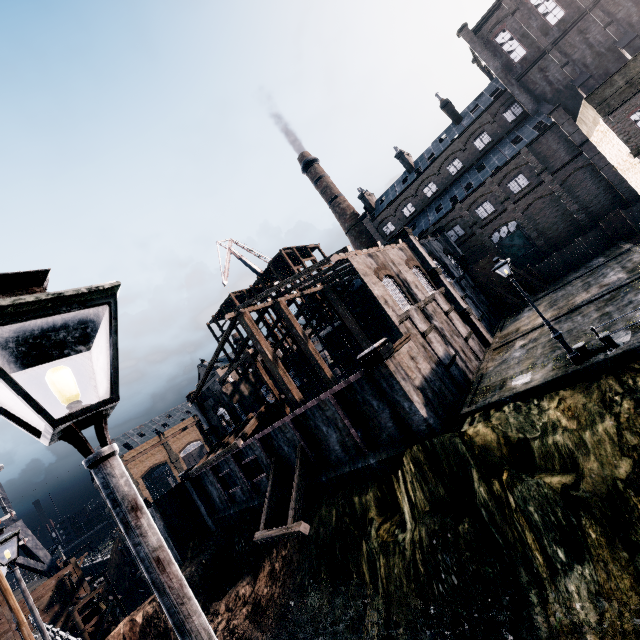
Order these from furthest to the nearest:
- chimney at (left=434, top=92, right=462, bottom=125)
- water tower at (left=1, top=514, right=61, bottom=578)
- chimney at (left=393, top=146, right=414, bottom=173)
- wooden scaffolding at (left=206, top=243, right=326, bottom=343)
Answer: chimney at (left=393, top=146, right=414, bottom=173) < chimney at (left=434, top=92, right=462, bottom=125) < wooden scaffolding at (left=206, top=243, right=326, bottom=343) < water tower at (left=1, top=514, right=61, bottom=578)

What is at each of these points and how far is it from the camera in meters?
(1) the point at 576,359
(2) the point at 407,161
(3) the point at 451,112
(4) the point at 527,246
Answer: (1) street light, 14.1 m
(2) chimney, 53.9 m
(3) chimney, 48.8 m
(4) door, 40.9 m

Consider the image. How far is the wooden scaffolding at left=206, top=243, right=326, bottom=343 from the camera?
44.0 meters

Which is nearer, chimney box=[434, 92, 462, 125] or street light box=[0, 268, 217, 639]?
street light box=[0, 268, 217, 639]

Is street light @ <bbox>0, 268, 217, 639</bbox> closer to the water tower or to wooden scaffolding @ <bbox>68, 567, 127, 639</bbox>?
wooden scaffolding @ <bbox>68, 567, 127, 639</bbox>

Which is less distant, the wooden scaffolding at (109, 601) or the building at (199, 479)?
the building at (199, 479)

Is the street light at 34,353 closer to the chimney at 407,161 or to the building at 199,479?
the building at 199,479

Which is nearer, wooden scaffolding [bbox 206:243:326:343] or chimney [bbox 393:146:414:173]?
wooden scaffolding [bbox 206:243:326:343]
